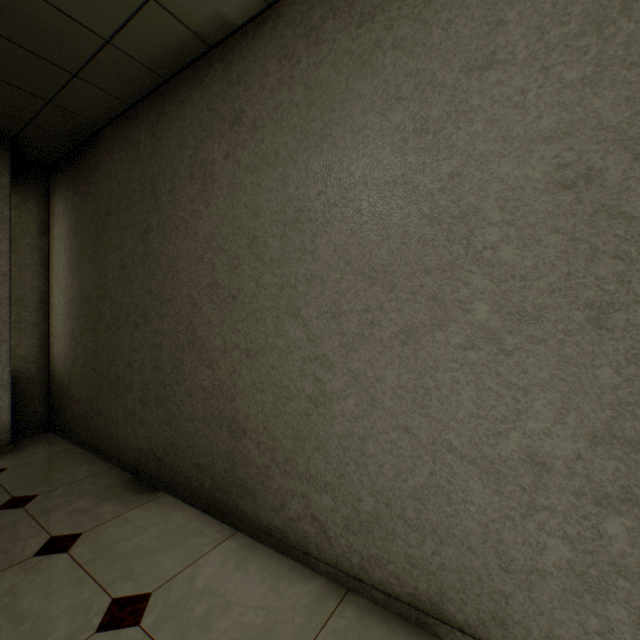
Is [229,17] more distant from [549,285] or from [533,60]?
[549,285]
